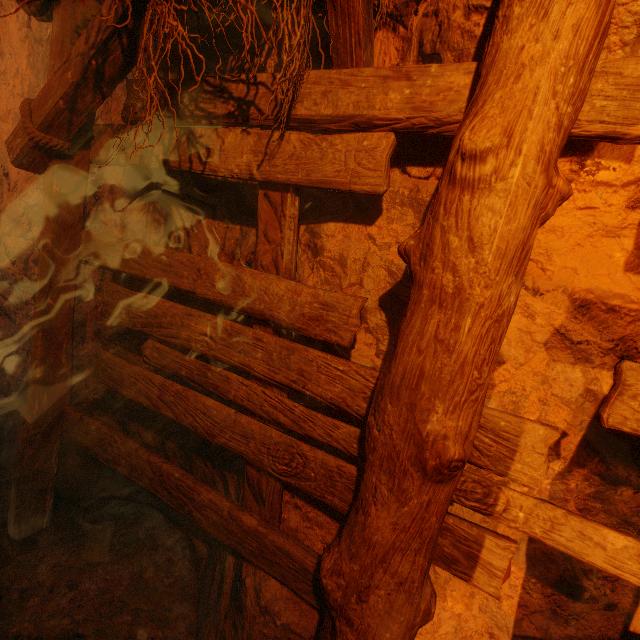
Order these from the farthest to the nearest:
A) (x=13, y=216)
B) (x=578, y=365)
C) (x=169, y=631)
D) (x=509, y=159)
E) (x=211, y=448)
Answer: (x=13, y=216), (x=211, y=448), (x=169, y=631), (x=578, y=365), (x=509, y=159)
